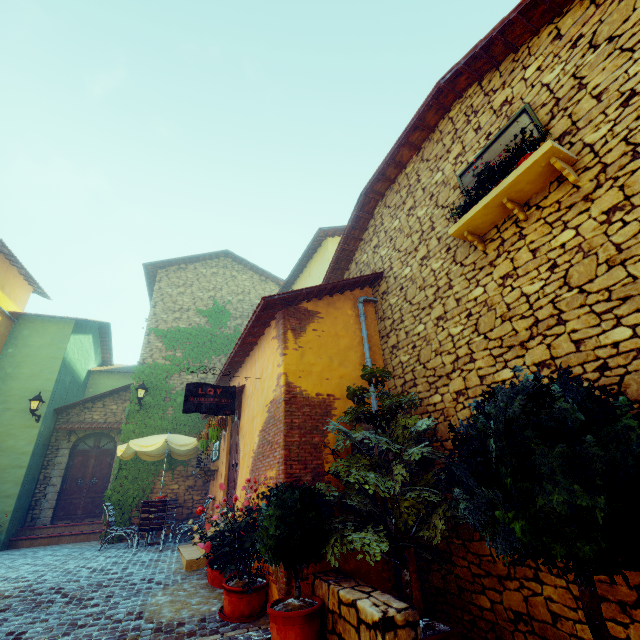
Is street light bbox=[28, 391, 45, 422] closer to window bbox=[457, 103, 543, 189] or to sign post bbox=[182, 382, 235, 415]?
sign post bbox=[182, 382, 235, 415]

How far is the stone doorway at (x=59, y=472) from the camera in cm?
1084

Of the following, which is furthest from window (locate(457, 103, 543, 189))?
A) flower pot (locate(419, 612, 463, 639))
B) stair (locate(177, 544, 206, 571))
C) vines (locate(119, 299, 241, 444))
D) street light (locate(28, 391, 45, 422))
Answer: street light (locate(28, 391, 45, 422))

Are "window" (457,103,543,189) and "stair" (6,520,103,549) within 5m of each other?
no

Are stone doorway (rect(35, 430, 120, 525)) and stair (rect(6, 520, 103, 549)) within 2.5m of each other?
yes

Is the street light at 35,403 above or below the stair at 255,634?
above

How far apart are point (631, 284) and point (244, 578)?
6.0m

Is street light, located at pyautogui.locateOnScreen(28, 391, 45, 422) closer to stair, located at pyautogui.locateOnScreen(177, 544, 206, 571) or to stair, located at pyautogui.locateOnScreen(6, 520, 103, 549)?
stair, located at pyautogui.locateOnScreen(6, 520, 103, 549)
